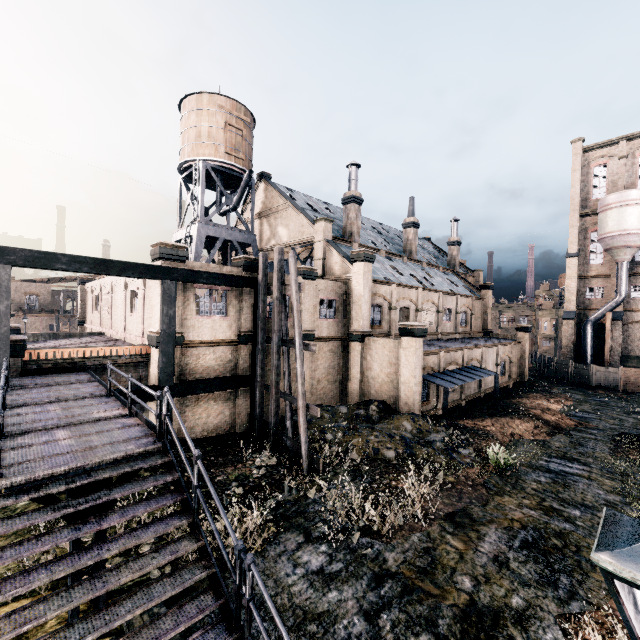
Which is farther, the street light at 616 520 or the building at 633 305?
the building at 633 305

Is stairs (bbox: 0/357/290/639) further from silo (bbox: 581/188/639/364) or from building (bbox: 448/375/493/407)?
silo (bbox: 581/188/639/364)

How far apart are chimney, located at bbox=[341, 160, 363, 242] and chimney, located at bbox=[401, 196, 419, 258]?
9.4 meters

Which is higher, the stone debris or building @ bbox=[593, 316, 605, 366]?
building @ bbox=[593, 316, 605, 366]

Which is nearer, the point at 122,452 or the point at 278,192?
the point at 122,452

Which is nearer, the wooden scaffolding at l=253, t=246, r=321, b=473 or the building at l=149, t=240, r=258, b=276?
the wooden scaffolding at l=253, t=246, r=321, b=473

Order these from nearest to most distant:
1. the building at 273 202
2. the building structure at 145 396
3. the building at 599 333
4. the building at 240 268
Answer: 1. the building structure at 145 396
2. the building at 240 268
3. the building at 273 202
4. the building at 599 333

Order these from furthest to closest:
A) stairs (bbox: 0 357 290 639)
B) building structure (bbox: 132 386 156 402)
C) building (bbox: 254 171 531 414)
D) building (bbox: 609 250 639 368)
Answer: building (bbox: 609 250 639 368), building (bbox: 254 171 531 414), building structure (bbox: 132 386 156 402), stairs (bbox: 0 357 290 639)
